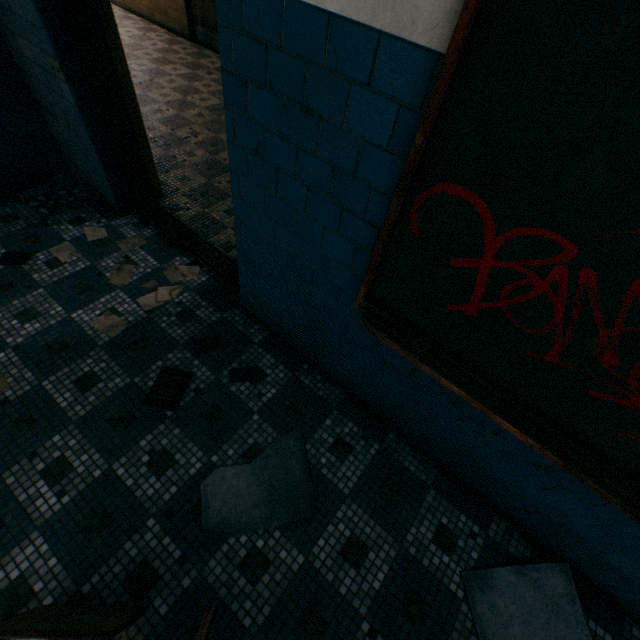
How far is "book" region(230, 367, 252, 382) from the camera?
2.3m

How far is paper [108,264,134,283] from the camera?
2.72m

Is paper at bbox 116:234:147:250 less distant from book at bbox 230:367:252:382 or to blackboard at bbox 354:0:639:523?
book at bbox 230:367:252:382

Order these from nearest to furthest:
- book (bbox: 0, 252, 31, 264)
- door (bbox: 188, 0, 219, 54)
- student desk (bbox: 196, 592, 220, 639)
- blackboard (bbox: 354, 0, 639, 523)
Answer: blackboard (bbox: 354, 0, 639, 523)
student desk (bbox: 196, 592, 220, 639)
book (bbox: 0, 252, 31, 264)
door (bbox: 188, 0, 219, 54)

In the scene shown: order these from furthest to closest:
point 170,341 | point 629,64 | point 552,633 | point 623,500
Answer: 1. point 170,341
2. point 552,633
3. point 623,500
4. point 629,64

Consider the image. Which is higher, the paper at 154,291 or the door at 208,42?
the door at 208,42

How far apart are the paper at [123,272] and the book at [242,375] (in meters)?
1.26

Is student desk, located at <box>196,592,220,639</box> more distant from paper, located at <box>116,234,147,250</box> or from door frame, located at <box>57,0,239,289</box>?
paper, located at <box>116,234,147,250</box>
